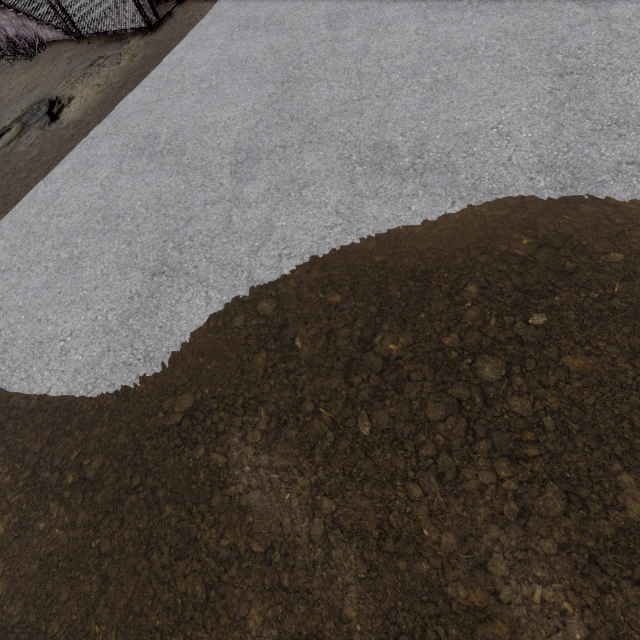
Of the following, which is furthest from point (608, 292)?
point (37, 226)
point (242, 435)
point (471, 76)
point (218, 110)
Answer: point (37, 226)
